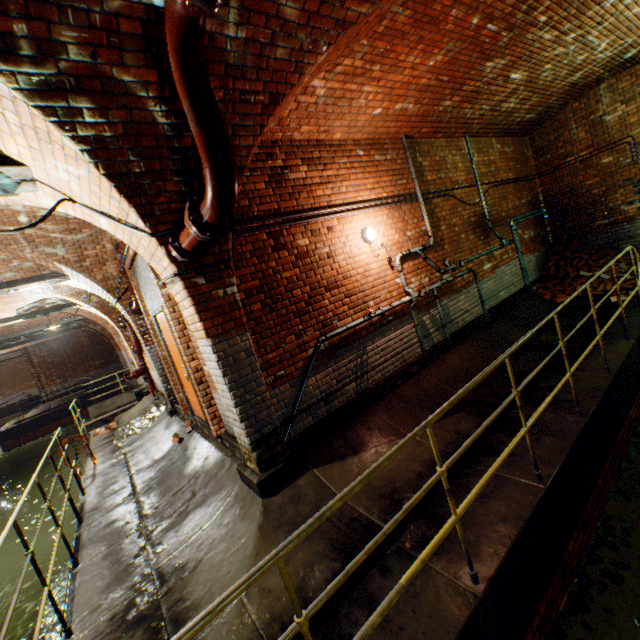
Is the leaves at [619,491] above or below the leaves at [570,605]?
above

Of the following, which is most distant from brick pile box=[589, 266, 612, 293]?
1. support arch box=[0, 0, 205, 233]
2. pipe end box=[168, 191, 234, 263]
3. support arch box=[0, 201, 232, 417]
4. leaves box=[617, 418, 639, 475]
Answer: support arch box=[0, 201, 232, 417]

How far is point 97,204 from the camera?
3.2 meters

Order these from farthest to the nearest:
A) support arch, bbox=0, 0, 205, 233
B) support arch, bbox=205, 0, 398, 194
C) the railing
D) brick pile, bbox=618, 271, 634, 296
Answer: brick pile, bbox=618, 271, 634, 296, support arch, bbox=205, 0, 398, 194, support arch, bbox=0, 0, 205, 233, the railing

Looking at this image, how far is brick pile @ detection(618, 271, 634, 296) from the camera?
7.2 meters

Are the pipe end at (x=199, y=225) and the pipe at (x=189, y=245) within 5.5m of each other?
yes

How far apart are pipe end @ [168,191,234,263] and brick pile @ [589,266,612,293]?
8.5 meters
